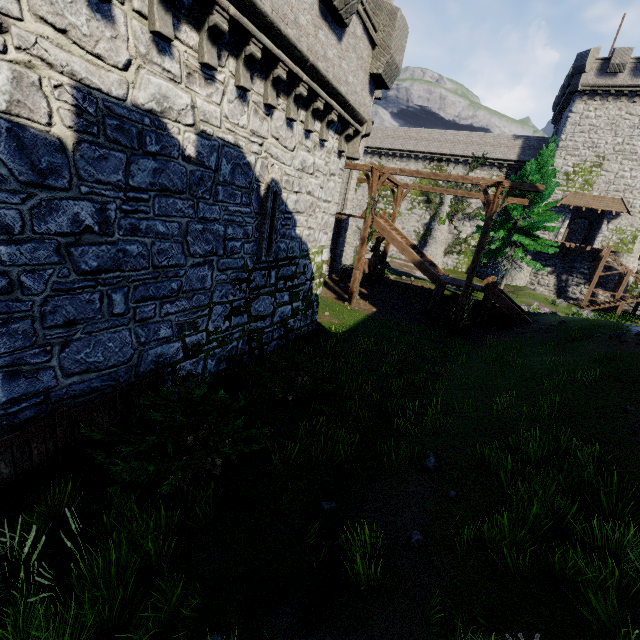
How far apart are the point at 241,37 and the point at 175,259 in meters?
4.7

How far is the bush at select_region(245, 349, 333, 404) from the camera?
8.8 meters

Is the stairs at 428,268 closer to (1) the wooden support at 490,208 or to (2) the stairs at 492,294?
(2) the stairs at 492,294

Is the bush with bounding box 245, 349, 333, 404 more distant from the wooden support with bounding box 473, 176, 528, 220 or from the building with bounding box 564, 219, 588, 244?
the building with bounding box 564, 219, 588, 244

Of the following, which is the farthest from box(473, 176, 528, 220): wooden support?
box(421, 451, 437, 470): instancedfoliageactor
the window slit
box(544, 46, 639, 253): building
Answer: box(544, 46, 639, 253): building

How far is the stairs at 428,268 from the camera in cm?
1869

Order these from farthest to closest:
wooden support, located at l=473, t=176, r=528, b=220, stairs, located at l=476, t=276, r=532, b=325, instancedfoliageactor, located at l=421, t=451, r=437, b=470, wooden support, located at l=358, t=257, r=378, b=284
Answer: wooden support, located at l=358, t=257, r=378, b=284 → stairs, located at l=476, t=276, r=532, b=325 → wooden support, located at l=473, t=176, r=528, b=220 → instancedfoliageactor, located at l=421, t=451, r=437, b=470

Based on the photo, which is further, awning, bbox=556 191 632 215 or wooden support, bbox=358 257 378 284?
awning, bbox=556 191 632 215
